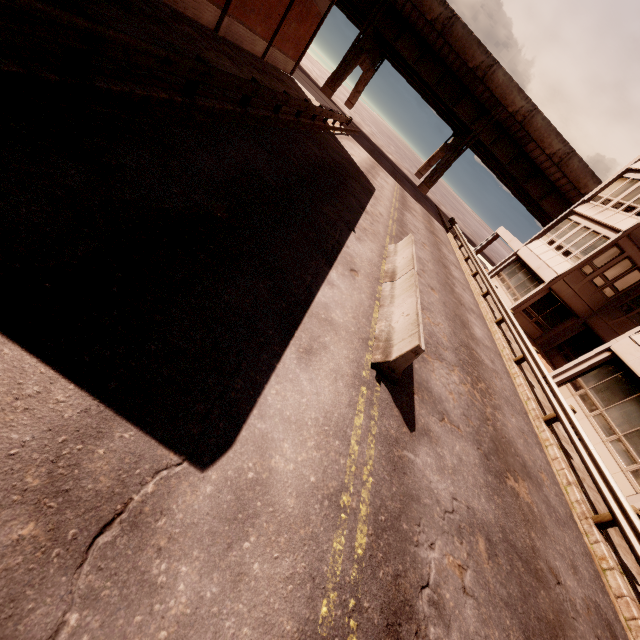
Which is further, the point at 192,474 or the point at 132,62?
the point at 132,62

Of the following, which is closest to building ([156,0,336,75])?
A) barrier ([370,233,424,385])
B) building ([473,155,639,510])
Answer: barrier ([370,233,424,385])

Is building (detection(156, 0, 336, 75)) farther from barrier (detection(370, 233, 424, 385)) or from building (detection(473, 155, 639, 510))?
building (detection(473, 155, 639, 510))

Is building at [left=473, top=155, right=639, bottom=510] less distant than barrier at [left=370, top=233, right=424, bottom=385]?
No

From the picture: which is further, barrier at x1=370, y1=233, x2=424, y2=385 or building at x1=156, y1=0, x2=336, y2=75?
building at x1=156, y1=0, x2=336, y2=75

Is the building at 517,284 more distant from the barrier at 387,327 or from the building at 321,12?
the building at 321,12
